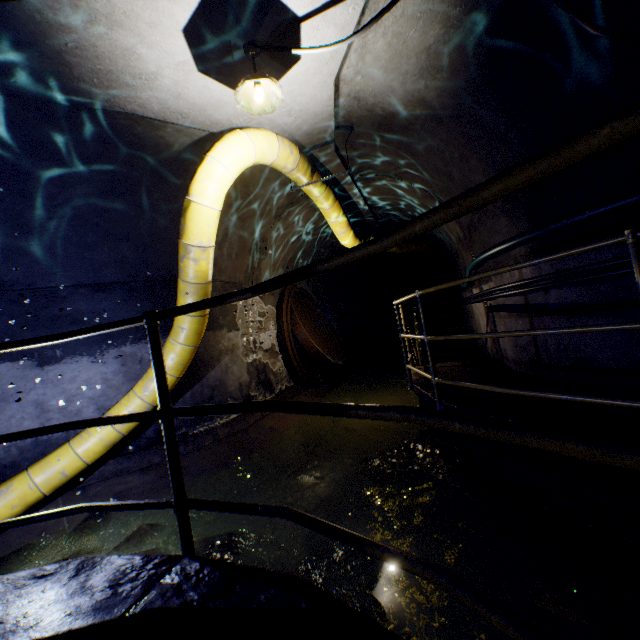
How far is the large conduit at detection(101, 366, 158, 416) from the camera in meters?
4.3 m

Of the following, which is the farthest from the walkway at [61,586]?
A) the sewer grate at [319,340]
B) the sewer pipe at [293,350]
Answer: the sewer grate at [319,340]

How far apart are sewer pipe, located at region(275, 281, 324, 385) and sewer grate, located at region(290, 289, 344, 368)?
0.01m

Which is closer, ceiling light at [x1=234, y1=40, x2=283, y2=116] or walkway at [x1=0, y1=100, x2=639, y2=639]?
walkway at [x1=0, y1=100, x2=639, y2=639]

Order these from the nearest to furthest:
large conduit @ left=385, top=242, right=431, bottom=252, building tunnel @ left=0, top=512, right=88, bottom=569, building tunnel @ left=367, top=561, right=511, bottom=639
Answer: building tunnel @ left=367, top=561, right=511, bottom=639 < building tunnel @ left=0, top=512, right=88, bottom=569 < large conduit @ left=385, top=242, right=431, bottom=252

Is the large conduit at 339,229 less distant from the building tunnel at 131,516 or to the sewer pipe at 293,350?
the building tunnel at 131,516

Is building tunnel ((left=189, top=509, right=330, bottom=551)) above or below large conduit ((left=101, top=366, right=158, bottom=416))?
below

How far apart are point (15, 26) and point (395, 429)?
6.5 meters
